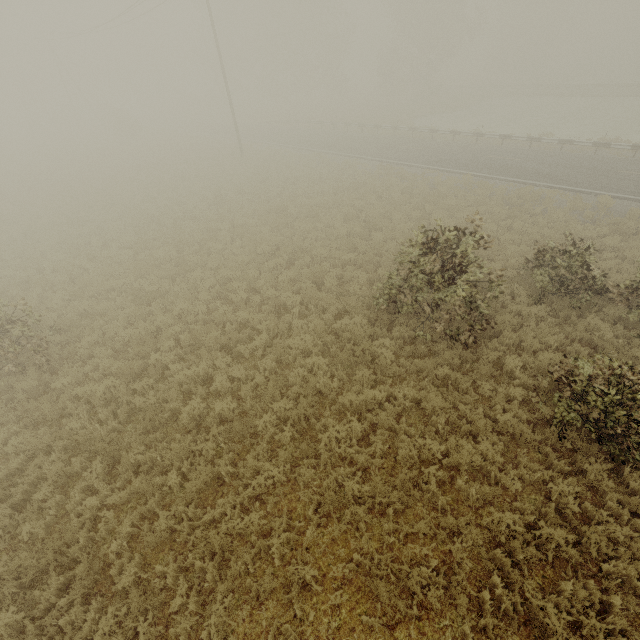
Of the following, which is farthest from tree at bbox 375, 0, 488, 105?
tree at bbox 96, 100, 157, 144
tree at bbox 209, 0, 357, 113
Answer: tree at bbox 96, 100, 157, 144

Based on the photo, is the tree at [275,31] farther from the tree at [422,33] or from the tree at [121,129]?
the tree at [121,129]

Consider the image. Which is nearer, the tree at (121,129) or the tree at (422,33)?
the tree at (422,33)

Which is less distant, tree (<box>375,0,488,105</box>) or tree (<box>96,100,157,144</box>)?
tree (<box>375,0,488,105</box>)

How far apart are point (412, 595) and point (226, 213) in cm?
1831

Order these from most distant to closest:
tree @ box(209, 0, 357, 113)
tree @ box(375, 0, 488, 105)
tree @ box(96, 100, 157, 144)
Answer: tree @ box(209, 0, 357, 113)
tree @ box(96, 100, 157, 144)
tree @ box(375, 0, 488, 105)

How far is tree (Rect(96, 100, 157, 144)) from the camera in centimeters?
3854cm
